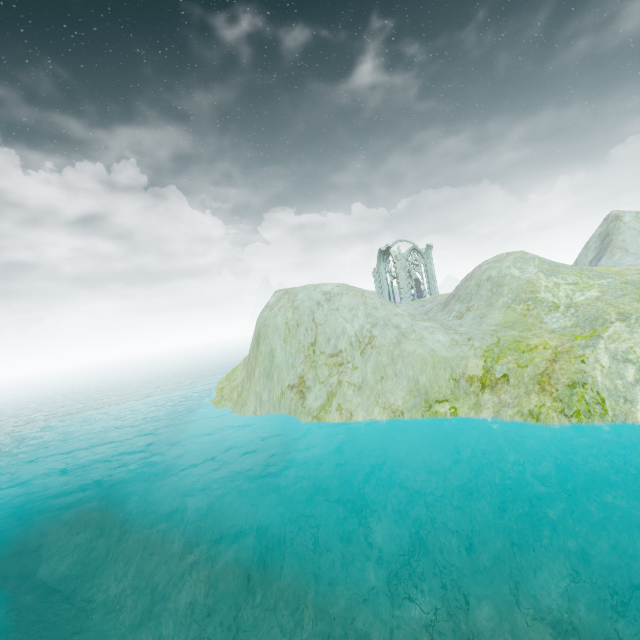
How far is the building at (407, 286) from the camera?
47.2 meters

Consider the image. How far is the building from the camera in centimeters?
4719cm

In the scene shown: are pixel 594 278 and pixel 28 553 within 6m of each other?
no
